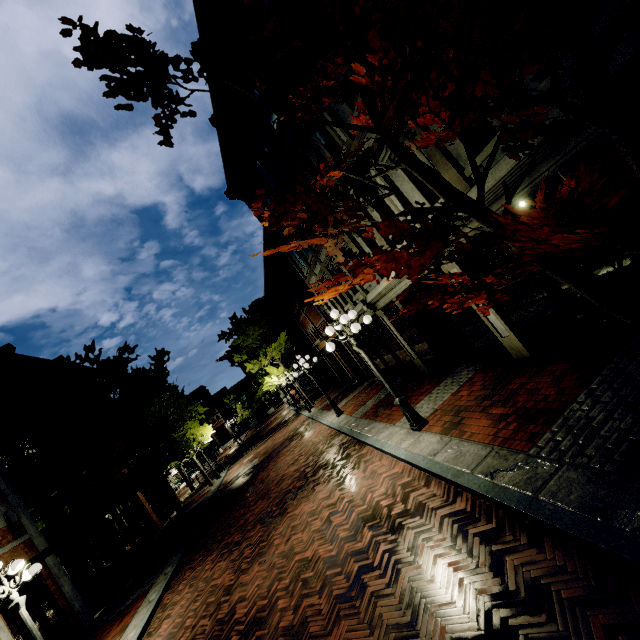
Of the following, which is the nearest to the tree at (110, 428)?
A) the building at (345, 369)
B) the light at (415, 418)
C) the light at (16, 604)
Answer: the building at (345, 369)

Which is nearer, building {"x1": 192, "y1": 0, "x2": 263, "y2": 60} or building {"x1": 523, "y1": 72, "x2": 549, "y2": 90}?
building {"x1": 523, "y1": 72, "x2": 549, "y2": 90}

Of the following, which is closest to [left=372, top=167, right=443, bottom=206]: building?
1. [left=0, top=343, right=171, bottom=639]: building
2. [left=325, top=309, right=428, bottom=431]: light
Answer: [left=325, top=309, right=428, bottom=431]: light

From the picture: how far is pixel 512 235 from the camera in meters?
2.6

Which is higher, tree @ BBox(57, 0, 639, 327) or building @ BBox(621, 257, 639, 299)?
tree @ BBox(57, 0, 639, 327)

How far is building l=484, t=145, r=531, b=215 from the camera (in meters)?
5.07

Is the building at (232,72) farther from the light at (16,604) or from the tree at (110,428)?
the light at (16,604)

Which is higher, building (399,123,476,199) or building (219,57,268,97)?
building (219,57,268,97)
